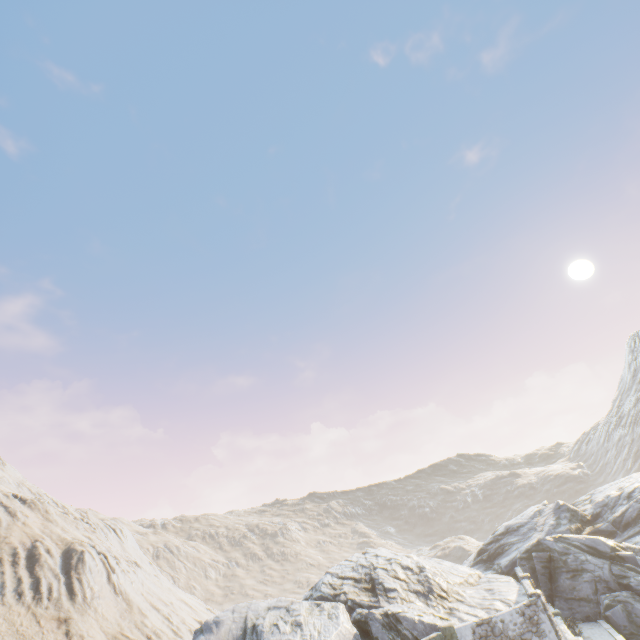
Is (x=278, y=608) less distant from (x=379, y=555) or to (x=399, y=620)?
(x=399, y=620)

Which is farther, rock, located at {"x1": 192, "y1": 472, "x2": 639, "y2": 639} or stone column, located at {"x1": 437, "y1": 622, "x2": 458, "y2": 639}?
rock, located at {"x1": 192, "y1": 472, "x2": 639, "y2": 639}

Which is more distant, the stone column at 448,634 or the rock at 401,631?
the rock at 401,631
